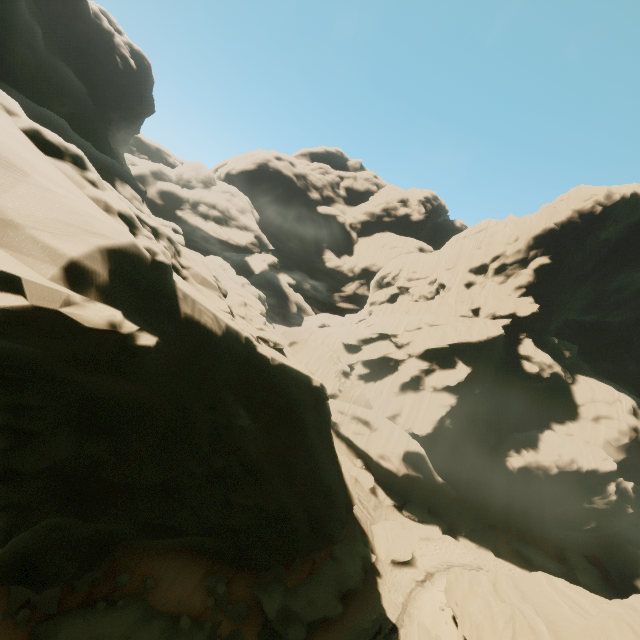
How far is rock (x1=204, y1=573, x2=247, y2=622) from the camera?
13.6m

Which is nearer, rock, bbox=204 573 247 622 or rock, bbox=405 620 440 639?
rock, bbox=204 573 247 622

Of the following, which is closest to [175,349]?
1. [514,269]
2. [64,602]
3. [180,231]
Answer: [64,602]

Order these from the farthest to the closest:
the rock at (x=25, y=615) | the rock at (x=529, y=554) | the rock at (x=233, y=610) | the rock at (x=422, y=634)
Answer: Result:
1. the rock at (x=422, y=634)
2. the rock at (x=233, y=610)
3. the rock at (x=25, y=615)
4. the rock at (x=529, y=554)

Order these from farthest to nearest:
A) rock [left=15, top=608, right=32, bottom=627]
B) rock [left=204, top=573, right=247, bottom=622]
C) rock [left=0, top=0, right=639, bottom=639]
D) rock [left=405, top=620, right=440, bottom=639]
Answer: rock [left=405, top=620, right=440, bottom=639] → rock [left=204, top=573, right=247, bottom=622] → rock [left=15, top=608, right=32, bottom=627] → rock [left=0, top=0, right=639, bottom=639]

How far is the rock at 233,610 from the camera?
13.6 meters

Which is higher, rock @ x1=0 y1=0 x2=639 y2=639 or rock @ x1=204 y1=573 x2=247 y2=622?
rock @ x1=0 y1=0 x2=639 y2=639
